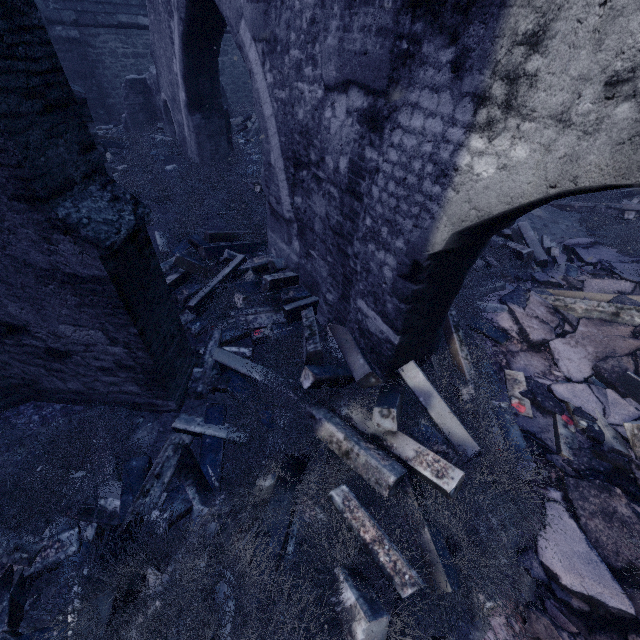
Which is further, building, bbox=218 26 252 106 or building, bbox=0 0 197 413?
building, bbox=218 26 252 106

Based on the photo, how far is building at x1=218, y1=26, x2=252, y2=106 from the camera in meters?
12.9 m

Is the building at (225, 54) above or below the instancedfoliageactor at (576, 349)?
above

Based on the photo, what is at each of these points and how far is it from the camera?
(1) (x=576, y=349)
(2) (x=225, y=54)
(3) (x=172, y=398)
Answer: (1) instancedfoliageactor, 4.5m
(2) building, 13.0m
(3) building, 3.4m

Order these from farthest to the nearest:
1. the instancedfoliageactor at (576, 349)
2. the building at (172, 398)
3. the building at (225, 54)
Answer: the building at (225, 54) → the instancedfoliageactor at (576, 349) → the building at (172, 398)

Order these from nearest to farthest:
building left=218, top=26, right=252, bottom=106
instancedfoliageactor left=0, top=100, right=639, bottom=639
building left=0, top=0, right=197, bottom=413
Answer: building left=0, top=0, right=197, bottom=413 < instancedfoliageactor left=0, top=100, right=639, bottom=639 < building left=218, top=26, right=252, bottom=106

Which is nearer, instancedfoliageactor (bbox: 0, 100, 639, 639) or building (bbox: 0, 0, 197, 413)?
building (bbox: 0, 0, 197, 413)
